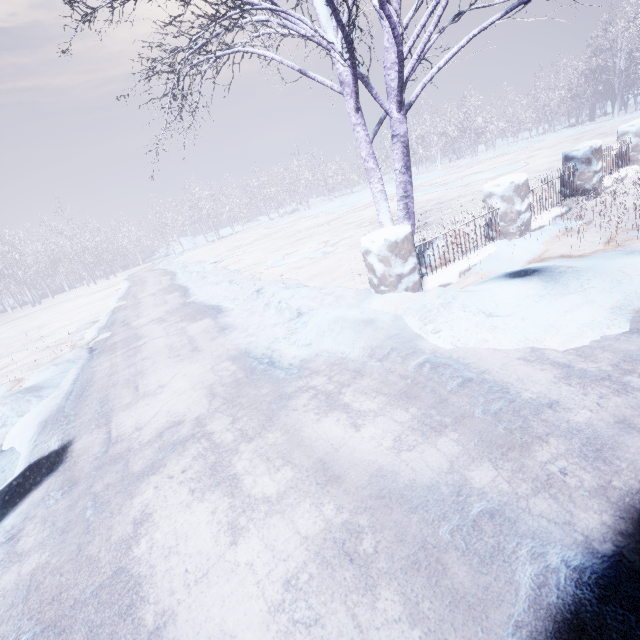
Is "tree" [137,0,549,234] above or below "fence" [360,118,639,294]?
above

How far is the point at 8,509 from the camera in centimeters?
242cm

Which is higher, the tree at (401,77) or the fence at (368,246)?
the tree at (401,77)
